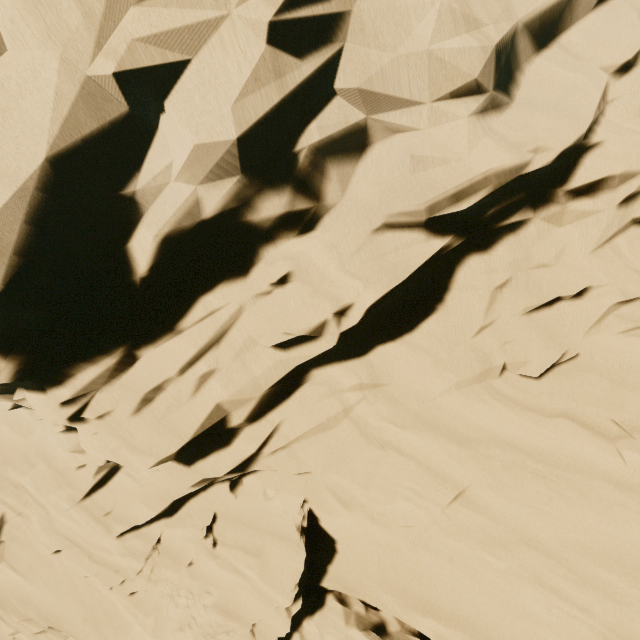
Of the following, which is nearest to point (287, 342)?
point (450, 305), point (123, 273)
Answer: point (123, 273)
